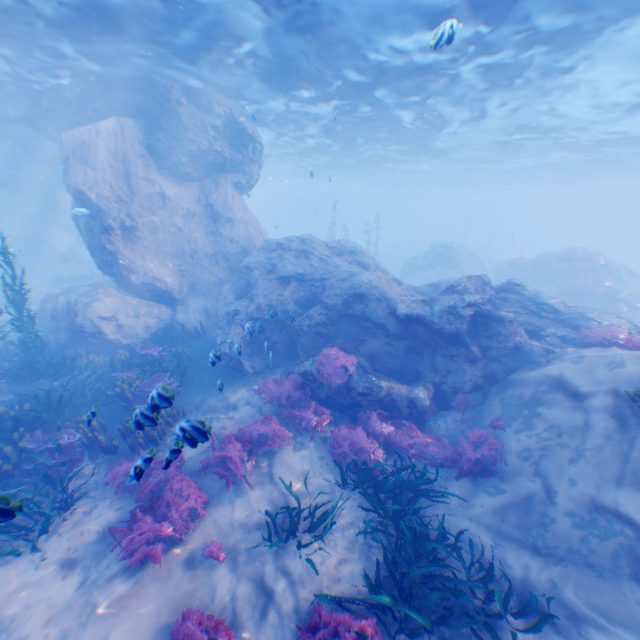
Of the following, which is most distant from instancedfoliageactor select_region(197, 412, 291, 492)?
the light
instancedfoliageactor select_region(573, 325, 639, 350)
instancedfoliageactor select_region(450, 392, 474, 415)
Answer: instancedfoliageactor select_region(573, 325, 639, 350)

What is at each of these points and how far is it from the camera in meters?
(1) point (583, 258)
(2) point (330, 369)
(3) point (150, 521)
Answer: (1) instancedfoliageactor, 25.4 m
(2) instancedfoliageactor, 9.7 m
(3) instancedfoliageactor, 6.3 m

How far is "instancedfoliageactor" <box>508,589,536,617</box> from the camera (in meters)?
5.05

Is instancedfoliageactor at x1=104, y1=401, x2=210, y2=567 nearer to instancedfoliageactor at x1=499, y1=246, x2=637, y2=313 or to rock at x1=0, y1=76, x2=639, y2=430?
rock at x1=0, y1=76, x2=639, y2=430

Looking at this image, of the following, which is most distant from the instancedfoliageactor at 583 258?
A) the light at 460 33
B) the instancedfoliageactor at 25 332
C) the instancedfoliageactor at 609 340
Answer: the instancedfoliageactor at 25 332

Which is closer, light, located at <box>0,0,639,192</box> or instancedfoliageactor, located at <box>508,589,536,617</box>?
instancedfoliageactor, located at <box>508,589,536,617</box>

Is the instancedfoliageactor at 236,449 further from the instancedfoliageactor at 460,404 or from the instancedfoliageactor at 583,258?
the instancedfoliageactor at 583,258
